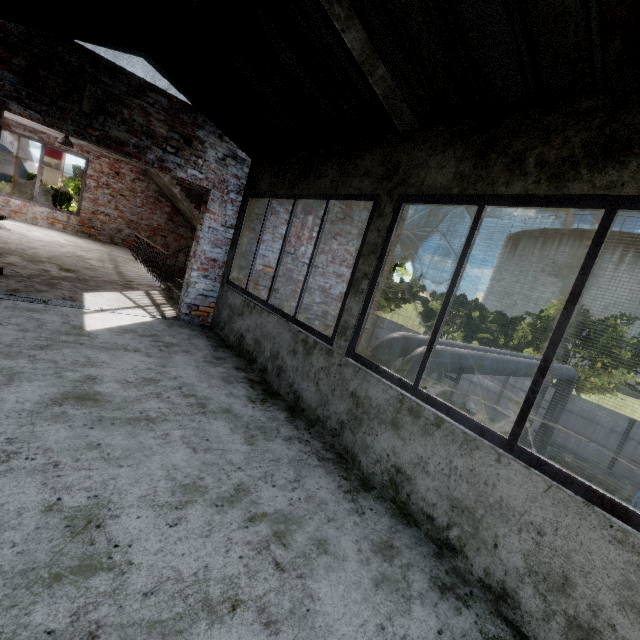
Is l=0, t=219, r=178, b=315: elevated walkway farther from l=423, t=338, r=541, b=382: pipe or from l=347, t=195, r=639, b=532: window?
l=347, t=195, r=639, b=532: window

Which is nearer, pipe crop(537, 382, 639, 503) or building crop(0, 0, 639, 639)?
building crop(0, 0, 639, 639)

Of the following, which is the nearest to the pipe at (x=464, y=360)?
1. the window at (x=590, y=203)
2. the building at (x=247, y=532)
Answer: the building at (x=247, y=532)

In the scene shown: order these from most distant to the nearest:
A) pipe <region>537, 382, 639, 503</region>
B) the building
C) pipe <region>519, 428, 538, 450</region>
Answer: pipe <region>519, 428, 538, 450</region>
pipe <region>537, 382, 639, 503</region>
the building

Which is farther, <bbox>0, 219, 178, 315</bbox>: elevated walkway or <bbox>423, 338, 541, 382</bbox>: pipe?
<bbox>423, 338, 541, 382</bbox>: pipe

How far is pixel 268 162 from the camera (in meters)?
4.80

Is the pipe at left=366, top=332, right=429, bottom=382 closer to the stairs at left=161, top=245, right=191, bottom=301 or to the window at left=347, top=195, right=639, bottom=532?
the stairs at left=161, top=245, right=191, bottom=301

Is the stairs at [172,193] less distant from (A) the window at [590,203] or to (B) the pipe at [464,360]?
(B) the pipe at [464,360]
